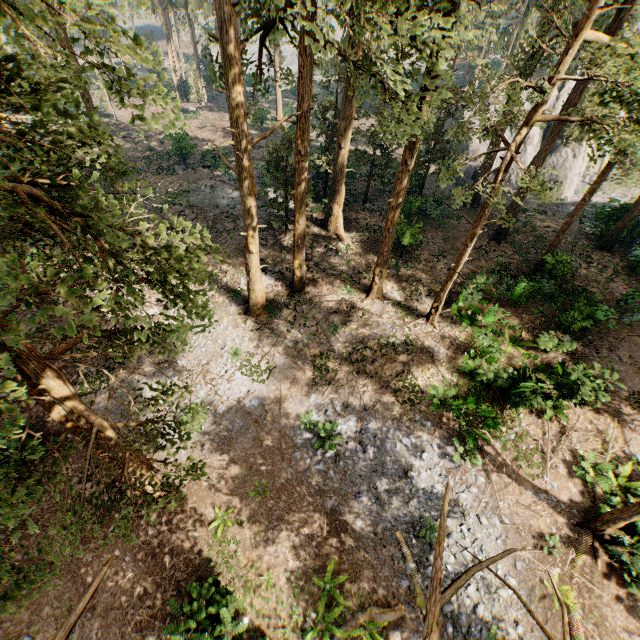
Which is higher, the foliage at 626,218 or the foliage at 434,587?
the foliage at 434,587

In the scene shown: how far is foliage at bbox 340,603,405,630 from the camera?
11.5m

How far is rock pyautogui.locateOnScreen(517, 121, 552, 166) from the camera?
34.22m

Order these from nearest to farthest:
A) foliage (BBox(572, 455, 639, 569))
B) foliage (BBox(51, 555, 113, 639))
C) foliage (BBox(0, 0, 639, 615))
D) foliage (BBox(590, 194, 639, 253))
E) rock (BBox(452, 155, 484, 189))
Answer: foliage (BBox(51, 555, 113, 639))
foliage (BBox(0, 0, 639, 615))
foliage (BBox(572, 455, 639, 569))
foliage (BBox(590, 194, 639, 253))
rock (BBox(452, 155, 484, 189))

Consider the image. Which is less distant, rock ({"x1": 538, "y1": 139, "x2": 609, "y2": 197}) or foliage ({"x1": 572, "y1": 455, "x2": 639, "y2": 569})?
foliage ({"x1": 572, "y1": 455, "x2": 639, "y2": 569})

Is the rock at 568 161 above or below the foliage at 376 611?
above

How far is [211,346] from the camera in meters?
18.3 m
